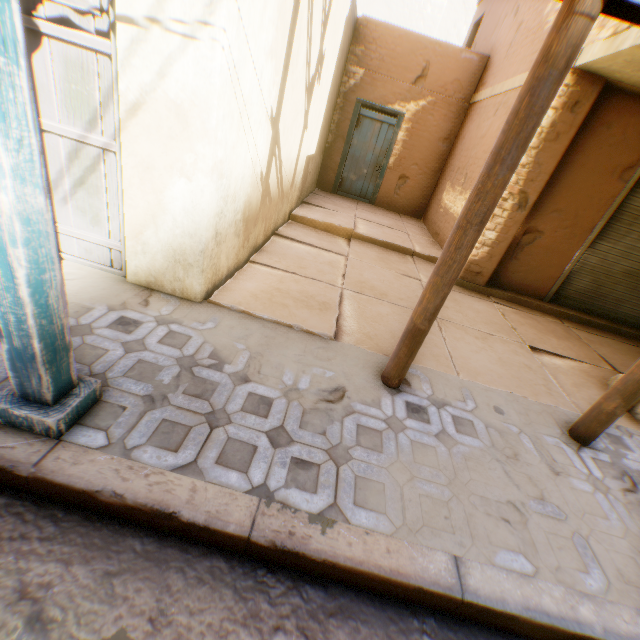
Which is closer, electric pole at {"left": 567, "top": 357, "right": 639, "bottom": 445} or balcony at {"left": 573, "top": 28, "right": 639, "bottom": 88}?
electric pole at {"left": 567, "top": 357, "right": 639, "bottom": 445}

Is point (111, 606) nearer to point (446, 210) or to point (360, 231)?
point (360, 231)

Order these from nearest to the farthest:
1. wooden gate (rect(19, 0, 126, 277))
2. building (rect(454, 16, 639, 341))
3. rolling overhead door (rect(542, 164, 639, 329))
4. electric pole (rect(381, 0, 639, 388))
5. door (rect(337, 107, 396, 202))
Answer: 1. electric pole (rect(381, 0, 639, 388))
2. wooden gate (rect(19, 0, 126, 277))
3. building (rect(454, 16, 639, 341))
4. rolling overhead door (rect(542, 164, 639, 329))
5. door (rect(337, 107, 396, 202))

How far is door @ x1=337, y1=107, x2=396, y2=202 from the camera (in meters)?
8.96

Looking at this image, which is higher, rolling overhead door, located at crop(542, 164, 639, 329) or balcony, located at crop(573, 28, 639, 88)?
balcony, located at crop(573, 28, 639, 88)

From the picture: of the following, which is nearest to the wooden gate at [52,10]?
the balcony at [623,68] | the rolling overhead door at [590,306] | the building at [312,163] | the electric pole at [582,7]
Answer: the building at [312,163]

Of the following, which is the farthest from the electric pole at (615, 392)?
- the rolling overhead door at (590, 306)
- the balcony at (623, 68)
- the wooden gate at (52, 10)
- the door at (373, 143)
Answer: the door at (373, 143)

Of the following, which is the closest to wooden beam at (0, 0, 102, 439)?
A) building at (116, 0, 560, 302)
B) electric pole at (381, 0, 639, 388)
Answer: building at (116, 0, 560, 302)
